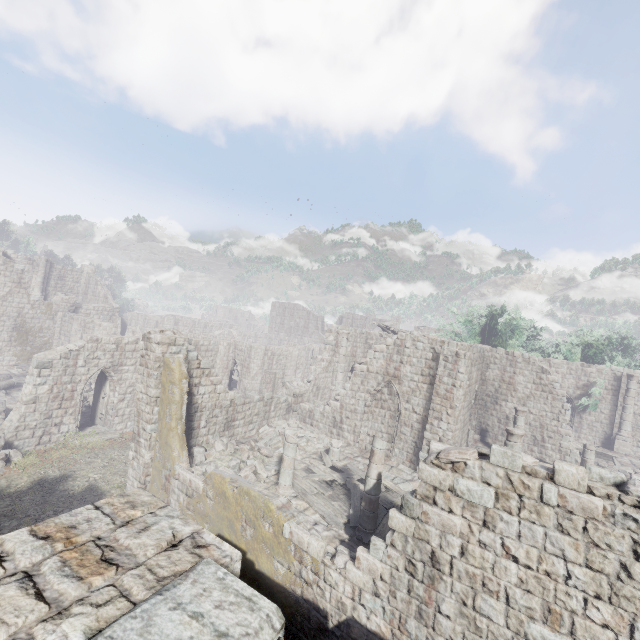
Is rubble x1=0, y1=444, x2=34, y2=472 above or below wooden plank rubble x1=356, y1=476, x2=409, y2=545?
below

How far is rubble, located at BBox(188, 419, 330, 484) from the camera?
13.34m

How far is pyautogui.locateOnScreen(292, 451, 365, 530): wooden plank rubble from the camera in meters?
11.4 m

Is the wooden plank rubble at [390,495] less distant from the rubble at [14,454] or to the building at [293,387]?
the building at [293,387]

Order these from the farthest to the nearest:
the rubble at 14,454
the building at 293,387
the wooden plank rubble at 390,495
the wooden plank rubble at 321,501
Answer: the rubble at 14,454 → the wooden plank rubble at 321,501 → the wooden plank rubble at 390,495 → the building at 293,387

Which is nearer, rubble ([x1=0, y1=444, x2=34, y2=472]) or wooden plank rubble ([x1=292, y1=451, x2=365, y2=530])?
wooden plank rubble ([x1=292, y1=451, x2=365, y2=530])

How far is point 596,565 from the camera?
5.4 meters
